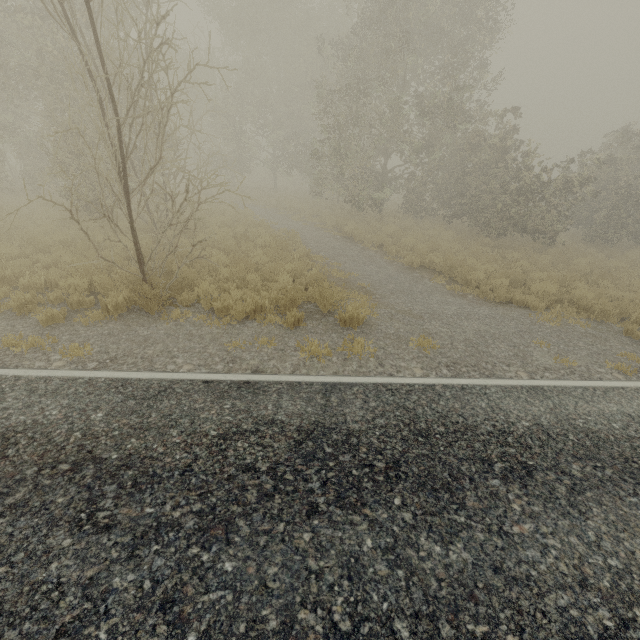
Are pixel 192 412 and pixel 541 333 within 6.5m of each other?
no
